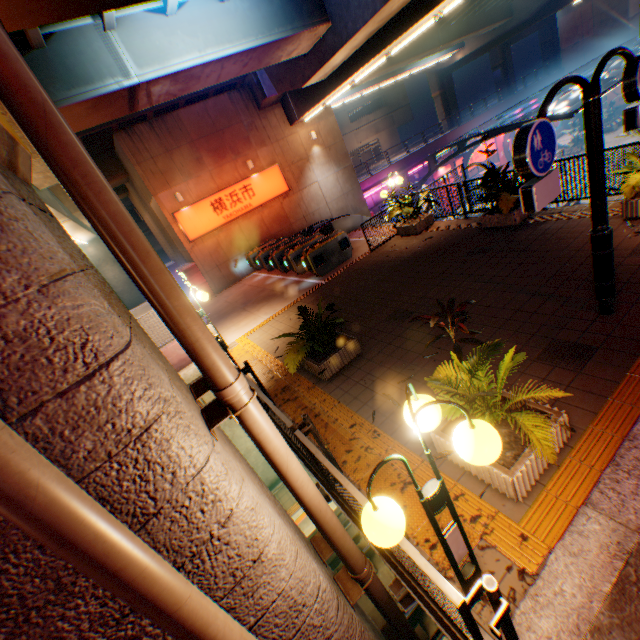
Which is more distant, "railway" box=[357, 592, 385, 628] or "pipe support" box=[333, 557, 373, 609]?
"railway" box=[357, 592, 385, 628]

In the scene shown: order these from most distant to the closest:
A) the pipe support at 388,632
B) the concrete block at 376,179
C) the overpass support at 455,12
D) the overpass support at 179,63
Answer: the concrete block at 376,179 → the overpass support at 455,12 → the overpass support at 179,63 → the pipe support at 388,632

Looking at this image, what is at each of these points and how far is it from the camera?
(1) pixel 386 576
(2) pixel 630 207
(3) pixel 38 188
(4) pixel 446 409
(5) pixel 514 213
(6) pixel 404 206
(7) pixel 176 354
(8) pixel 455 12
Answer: (1) railway, 9.84m
(2) flower bed, 6.71m
(3) overpass support, 10.29m
(4) plants, 3.64m
(5) flower bed, 8.77m
(6) plants, 12.00m
(7) concrete block, 10.35m
(8) overpass support, 25.84m

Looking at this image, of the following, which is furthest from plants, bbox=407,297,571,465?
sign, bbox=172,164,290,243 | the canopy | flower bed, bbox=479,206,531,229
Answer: the canopy

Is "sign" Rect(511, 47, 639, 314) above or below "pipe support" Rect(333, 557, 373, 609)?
above

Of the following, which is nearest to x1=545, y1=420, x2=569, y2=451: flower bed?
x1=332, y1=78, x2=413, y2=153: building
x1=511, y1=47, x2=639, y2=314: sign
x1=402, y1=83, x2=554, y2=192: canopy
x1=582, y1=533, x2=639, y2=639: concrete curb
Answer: x1=582, y1=533, x2=639, y2=639: concrete curb

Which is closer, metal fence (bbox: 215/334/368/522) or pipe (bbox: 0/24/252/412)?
pipe (bbox: 0/24/252/412)

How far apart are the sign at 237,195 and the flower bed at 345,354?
12.6m
